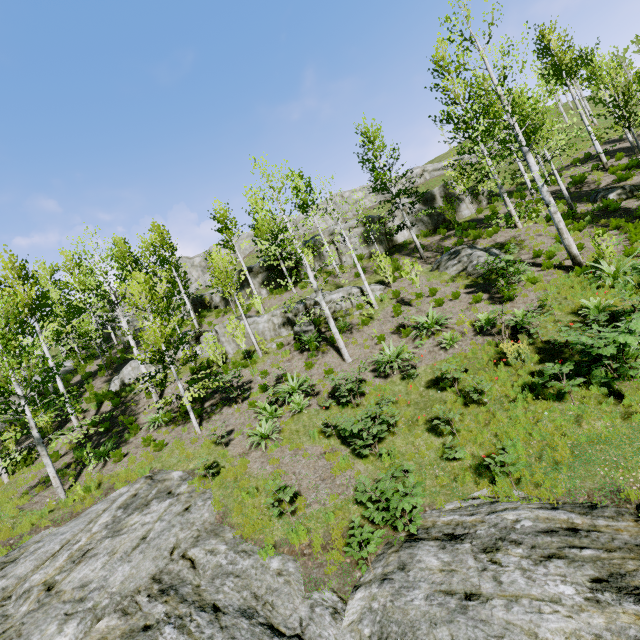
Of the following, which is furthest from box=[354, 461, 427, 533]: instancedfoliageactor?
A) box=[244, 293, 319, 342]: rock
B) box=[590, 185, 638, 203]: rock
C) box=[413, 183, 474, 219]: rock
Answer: box=[590, 185, 638, 203]: rock

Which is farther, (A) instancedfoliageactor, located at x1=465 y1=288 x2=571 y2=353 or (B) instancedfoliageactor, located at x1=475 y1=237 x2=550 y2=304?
(B) instancedfoliageactor, located at x1=475 y1=237 x2=550 y2=304

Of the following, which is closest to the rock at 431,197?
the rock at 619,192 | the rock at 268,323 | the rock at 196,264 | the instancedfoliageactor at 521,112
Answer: the rock at 268,323

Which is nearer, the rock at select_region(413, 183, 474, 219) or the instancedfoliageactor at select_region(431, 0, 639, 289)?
the instancedfoliageactor at select_region(431, 0, 639, 289)

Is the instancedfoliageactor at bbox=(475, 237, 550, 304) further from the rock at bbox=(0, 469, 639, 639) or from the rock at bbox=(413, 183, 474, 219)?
the rock at bbox=(413, 183, 474, 219)

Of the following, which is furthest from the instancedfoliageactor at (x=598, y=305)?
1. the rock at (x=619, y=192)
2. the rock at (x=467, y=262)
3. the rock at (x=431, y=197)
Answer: the rock at (x=619, y=192)

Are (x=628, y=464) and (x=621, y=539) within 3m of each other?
yes

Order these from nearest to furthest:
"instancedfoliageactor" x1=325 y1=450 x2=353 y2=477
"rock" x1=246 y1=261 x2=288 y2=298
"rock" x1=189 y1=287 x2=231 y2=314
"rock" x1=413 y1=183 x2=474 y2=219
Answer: "instancedfoliageactor" x1=325 y1=450 x2=353 y2=477
"rock" x1=413 y1=183 x2=474 y2=219
"rock" x1=246 y1=261 x2=288 y2=298
"rock" x1=189 y1=287 x2=231 y2=314
